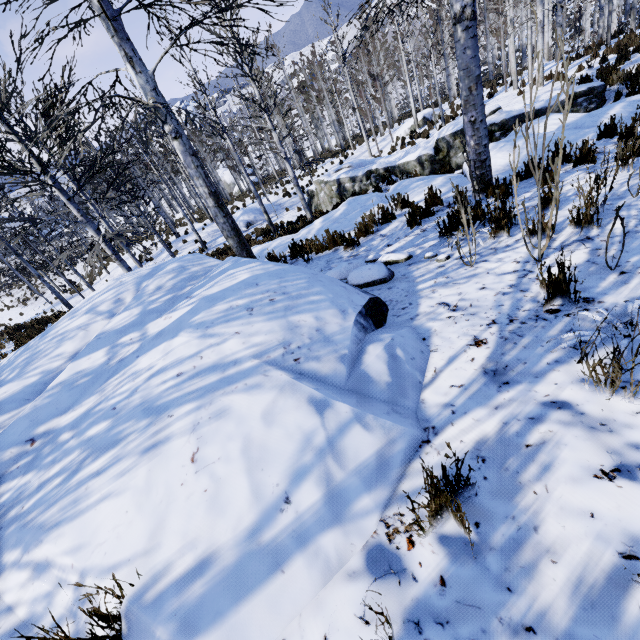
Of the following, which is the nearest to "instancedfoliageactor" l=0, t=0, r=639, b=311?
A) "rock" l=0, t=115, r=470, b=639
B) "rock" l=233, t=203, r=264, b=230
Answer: "rock" l=0, t=115, r=470, b=639

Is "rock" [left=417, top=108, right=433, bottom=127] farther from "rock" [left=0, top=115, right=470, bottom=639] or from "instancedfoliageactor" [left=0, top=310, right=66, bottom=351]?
"rock" [left=0, top=115, right=470, bottom=639]

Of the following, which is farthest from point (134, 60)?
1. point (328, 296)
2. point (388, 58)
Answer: point (388, 58)

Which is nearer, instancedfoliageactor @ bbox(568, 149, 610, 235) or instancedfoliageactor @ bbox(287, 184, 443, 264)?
instancedfoliageactor @ bbox(568, 149, 610, 235)

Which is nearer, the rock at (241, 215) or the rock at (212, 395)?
the rock at (212, 395)

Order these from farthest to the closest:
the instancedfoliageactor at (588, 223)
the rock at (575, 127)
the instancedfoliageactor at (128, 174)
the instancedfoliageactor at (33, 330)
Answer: the instancedfoliageactor at (33, 330), the rock at (575, 127), the instancedfoliageactor at (128, 174), the instancedfoliageactor at (588, 223)

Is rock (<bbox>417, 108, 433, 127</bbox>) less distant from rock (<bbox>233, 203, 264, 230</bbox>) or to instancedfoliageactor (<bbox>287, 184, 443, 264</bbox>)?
instancedfoliageactor (<bbox>287, 184, 443, 264</bbox>)

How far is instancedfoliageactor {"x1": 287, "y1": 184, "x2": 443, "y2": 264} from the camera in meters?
5.3 m
